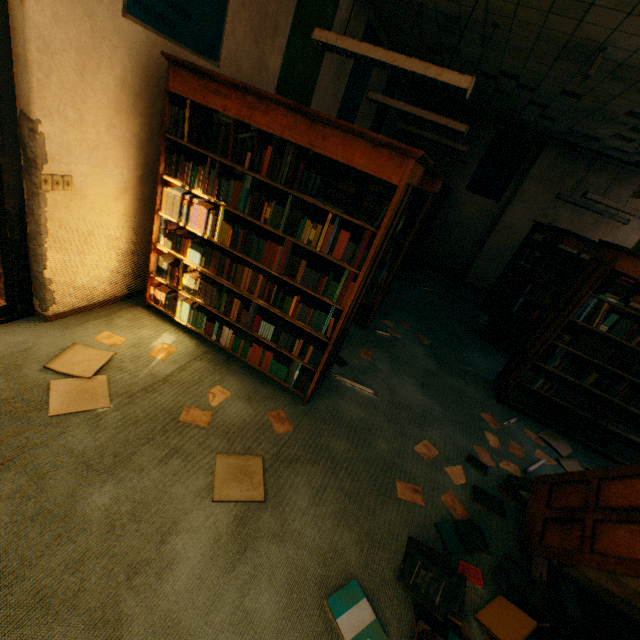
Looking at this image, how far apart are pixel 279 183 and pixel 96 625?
2.6 meters

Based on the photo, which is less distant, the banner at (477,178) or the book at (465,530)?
the book at (465,530)

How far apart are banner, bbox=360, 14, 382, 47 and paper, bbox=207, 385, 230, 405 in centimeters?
498cm

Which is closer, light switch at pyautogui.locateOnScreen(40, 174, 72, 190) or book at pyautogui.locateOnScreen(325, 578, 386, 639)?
book at pyautogui.locateOnScreen(325, 578, 386, 639)

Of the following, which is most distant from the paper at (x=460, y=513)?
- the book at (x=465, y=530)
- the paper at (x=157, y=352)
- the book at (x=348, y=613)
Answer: the paper at (x=157, y=352)

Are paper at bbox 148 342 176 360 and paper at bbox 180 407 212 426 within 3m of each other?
yes

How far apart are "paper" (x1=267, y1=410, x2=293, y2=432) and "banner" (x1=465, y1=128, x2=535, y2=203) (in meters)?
8.89

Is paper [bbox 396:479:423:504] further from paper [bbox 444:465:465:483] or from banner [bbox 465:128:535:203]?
banner [bbox 465:128:535:203]
